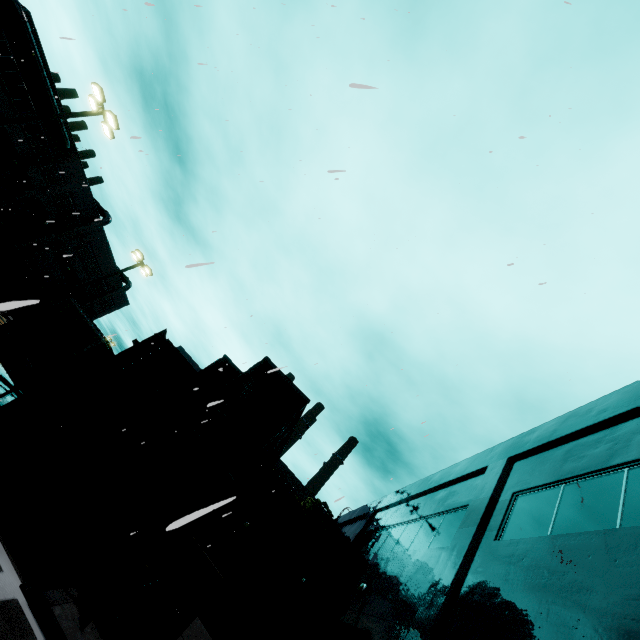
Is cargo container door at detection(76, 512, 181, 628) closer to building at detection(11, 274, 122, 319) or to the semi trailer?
building at detection(11, 274, 122, 319)

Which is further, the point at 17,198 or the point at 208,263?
the point at 17,198

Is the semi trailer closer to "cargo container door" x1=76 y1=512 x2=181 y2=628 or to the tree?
"cargo container door" x1=76 y1=512 x2=181 y2=628

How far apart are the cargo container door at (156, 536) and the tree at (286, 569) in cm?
1984

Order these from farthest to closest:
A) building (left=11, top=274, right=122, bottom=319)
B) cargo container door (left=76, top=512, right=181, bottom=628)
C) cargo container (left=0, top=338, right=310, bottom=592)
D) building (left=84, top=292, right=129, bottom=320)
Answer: building (left=84, top=292, right=129, bottom=320)
building (left=11, top=274, right=122, bottom=319)
cargo container (left=0, top=338, right=310, bottom=592)
cargo container door (left=76, top=512, right=181, bottom=628)

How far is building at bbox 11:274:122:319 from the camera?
46.8 meters

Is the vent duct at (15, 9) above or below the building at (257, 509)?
above

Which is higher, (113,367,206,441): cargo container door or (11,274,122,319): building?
(11,274,122,319): building
